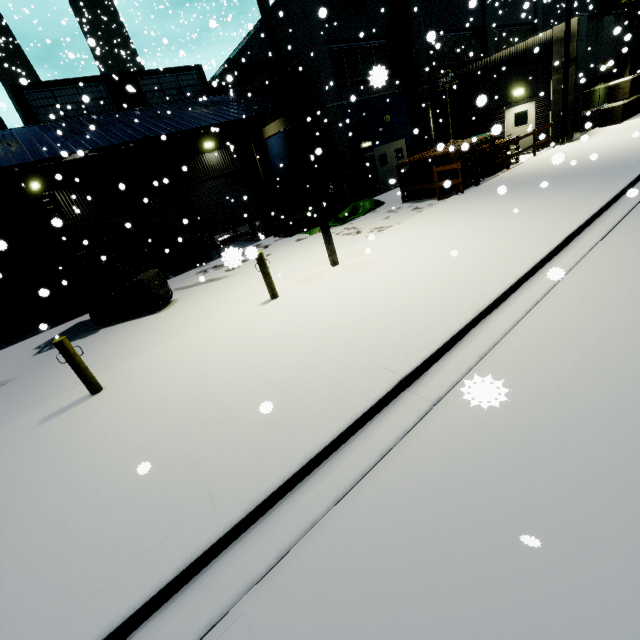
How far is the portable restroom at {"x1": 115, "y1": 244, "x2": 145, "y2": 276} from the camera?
13.9 meters

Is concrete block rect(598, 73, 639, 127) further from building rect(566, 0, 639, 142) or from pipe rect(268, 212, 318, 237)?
pipe rect(268, 212, 318, 237)

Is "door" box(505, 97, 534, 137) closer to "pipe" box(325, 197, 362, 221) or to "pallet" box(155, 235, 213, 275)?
"pipe" box(325, 197, 362, 221)

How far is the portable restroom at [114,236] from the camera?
13.4 meters

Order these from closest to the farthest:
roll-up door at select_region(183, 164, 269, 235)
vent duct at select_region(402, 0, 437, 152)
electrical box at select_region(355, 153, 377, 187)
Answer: vent duct at select_region(402, 0, 437, 152), electrical box at select_region(355, 153, 377, 187), roll-up door at select_region(183, 164, 269, 235)

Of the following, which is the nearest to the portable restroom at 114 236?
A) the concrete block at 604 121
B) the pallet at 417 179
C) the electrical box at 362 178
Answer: the pallet at 417 179

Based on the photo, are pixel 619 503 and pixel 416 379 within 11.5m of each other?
yes
